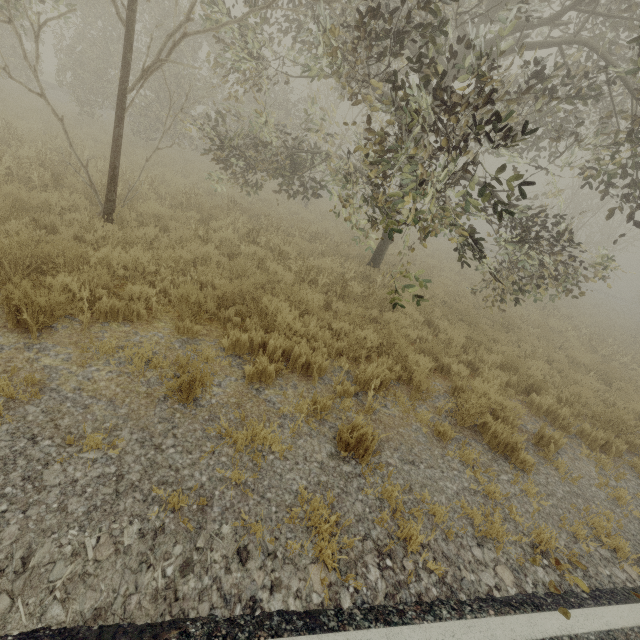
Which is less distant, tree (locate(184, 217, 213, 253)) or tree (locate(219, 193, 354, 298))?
tree (locate(184, 217, 213, 253))

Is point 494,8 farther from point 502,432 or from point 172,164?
point 172,164

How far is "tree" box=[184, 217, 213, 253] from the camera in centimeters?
669cm

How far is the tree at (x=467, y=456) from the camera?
4.2m

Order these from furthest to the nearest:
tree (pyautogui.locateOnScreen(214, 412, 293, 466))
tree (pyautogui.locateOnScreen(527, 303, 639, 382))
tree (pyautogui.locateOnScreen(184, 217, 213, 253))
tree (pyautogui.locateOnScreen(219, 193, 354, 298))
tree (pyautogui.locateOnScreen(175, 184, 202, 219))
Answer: tree (pyautogui.locateOnScreen(527, 303, 639, 382)) → tree (pyautogui.locateOnScreen(175, 184, 202, 219)) → tree (pyautogui.locateOnScreen(219, 193, 354, 298)) → tree (pyautogui.locateOnScreen(184, 217, 213, 253)) → tree (pyautogui.locateOnScreen(214, 412, 293, 466))

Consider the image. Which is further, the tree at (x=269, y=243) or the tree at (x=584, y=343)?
the tree at (x=584, y=343)
